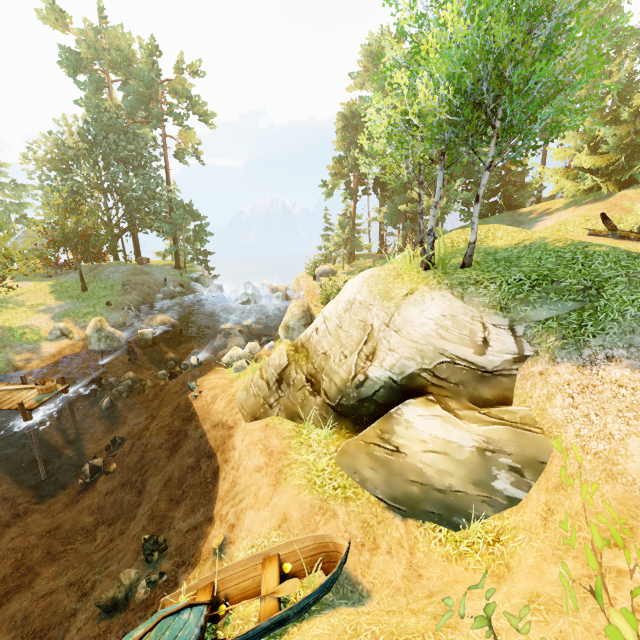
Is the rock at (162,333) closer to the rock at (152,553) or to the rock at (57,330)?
the rock at (57,330)

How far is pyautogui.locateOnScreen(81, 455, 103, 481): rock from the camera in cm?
1231

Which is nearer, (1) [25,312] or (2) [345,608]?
(2) [345,608]

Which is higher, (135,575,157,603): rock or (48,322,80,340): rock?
(48,322,80,340): rock

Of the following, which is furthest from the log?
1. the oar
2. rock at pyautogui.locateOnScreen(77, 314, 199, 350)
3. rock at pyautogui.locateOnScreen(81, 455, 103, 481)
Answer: rock at pyautogui.locateOnScreen(77, 314, 199, 350)

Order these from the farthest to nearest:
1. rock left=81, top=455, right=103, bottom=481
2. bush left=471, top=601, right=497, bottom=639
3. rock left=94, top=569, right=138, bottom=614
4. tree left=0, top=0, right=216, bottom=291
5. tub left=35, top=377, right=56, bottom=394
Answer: tree left=0, top=0, right=216, bottom=291
tub left=35, top=377, right=56, bottom=394
rock left=81, top=455, right=103, bottom=481
rock left=94, top=569, right=138, bottom=614
bush left=471, top=601, right=497, bottom=639

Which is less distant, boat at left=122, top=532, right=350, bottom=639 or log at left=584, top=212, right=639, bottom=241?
boat at left=122, top=532, right=350, bottom=639

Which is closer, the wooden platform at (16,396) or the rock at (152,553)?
the rock at (152,553)
